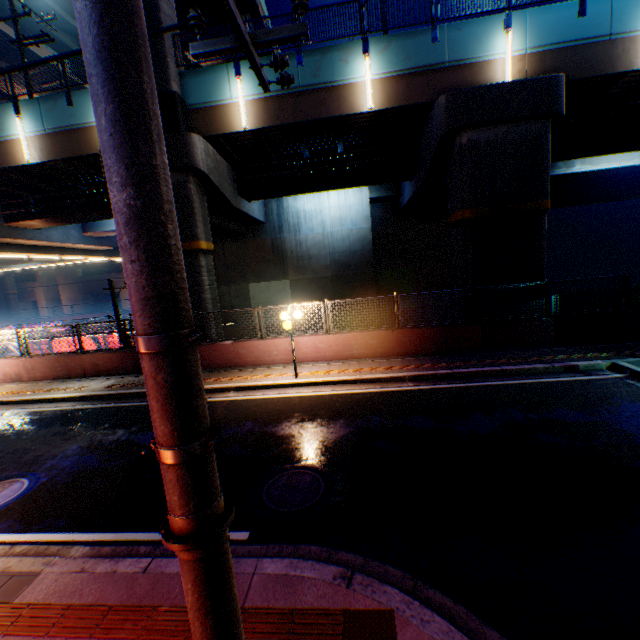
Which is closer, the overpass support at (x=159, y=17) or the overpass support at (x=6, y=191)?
the overpass support at (x=159, y=17)

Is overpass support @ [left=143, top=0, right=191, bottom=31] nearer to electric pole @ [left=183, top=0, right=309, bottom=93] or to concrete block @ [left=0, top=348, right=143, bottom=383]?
concrete block @ [left=0, top=348, right=143, bottom=383]

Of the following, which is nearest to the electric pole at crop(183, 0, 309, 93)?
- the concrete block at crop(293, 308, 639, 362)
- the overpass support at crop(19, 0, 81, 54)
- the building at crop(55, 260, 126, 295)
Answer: the concrete block at crop(293, 308, 639, 362)

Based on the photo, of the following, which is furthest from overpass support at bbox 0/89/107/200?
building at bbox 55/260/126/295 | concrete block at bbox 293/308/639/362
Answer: building at bbox 55/260/126/295

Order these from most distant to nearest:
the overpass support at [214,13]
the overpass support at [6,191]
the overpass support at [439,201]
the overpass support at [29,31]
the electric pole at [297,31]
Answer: the overpass support at [214,13] < the overpass support at [29,31] < the overpass support at [6,191] < the overpass support at [439,201] < the electric pole at [297,31]

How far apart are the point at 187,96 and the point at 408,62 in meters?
8.9

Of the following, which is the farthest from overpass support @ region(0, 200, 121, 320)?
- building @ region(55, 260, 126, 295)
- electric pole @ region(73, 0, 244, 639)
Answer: electric pole @ region(73, 0, 244, 639)
